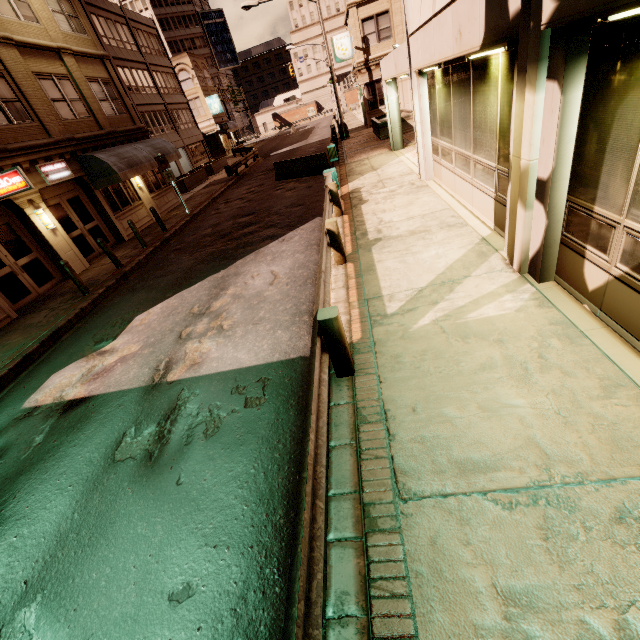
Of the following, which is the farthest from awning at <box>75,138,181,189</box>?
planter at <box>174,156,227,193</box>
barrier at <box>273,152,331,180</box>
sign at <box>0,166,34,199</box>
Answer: barrier at <box>273,152,331,180</box>

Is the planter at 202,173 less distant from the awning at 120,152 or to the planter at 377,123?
the awning at 120,152

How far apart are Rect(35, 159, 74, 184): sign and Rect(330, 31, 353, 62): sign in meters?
24.8

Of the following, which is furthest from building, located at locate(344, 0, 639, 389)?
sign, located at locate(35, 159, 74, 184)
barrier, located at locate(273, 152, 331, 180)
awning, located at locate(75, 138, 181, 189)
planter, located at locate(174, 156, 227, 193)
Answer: planter, located at locate(174, 156, 227, 193)

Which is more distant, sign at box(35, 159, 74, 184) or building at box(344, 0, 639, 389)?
sign at box(35, 159, 74, 184)

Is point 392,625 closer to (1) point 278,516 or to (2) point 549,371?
(1) point 278,516

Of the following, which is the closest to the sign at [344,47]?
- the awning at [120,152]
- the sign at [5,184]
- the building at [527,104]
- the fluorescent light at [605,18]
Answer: the building at [527,104]

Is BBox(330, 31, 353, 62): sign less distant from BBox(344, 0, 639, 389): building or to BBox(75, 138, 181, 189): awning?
BBox(344, 0, 639, 389): building
